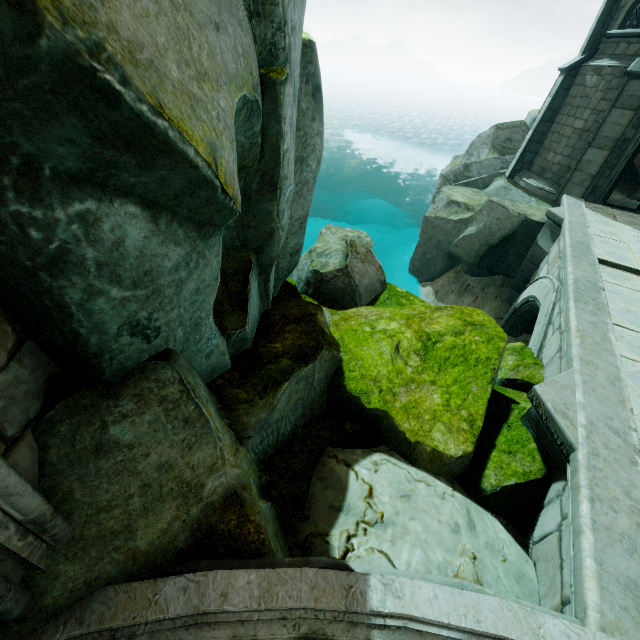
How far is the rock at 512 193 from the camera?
12.14m

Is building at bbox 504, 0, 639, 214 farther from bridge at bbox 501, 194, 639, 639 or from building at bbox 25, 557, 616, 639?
building at bbox 25, 557, 616, 639

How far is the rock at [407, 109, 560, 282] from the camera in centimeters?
1214cm

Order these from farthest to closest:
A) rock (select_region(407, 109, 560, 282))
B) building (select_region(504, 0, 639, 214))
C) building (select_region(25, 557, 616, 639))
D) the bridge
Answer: rock (select_region(407, 109, 560, 282)) → building (select_region(504, 0, 639, 214)) → the bridge → building (select_region(25, 557, 616, 639))

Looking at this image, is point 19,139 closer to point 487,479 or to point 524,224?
point 487,479

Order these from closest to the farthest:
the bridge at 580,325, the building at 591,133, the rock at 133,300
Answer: the rock at 133,300 → the bridge at 580,325 → the building at 591,133

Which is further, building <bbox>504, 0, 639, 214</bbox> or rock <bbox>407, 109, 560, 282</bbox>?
rock <bbox>407, 109, 560, 282</bbox>

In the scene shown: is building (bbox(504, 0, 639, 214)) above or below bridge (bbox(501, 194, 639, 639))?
above
